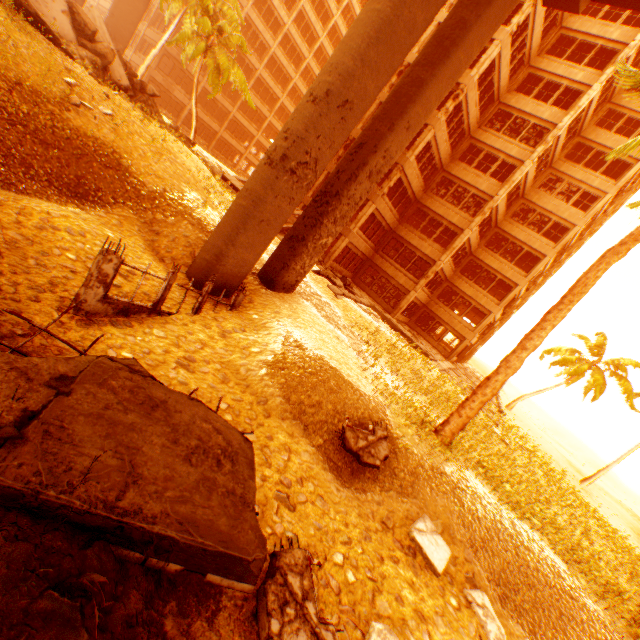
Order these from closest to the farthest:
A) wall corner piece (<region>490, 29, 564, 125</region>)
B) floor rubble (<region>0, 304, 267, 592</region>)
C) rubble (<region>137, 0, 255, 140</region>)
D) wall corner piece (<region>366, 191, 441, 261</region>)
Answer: floor rubble (<region>0, 304, 267, 592</region>)
wall corner piece (<region>490, 29, 564, 125</region>)
rubble (<region>137, 0, 255, 140</region>)
wall corner piece (<region>366, 191, 441, 261</region>)

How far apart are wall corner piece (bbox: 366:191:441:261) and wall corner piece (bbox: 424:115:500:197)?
5.1 meters

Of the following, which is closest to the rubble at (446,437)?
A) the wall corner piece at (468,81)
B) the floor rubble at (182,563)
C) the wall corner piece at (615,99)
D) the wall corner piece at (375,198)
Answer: the floor rubble at (182,563)

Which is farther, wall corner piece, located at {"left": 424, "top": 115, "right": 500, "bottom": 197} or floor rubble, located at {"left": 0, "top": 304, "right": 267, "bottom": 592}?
wall corner piece, located at {"left": 424, "top": 115, "right": 500, "bottom": 197}

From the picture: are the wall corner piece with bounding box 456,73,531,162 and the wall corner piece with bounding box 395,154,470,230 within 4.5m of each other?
no

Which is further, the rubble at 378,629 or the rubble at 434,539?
the rubble at 434,539

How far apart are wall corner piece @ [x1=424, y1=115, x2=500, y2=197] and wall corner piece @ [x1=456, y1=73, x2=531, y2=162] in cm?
206

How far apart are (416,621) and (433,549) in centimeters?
181cm
